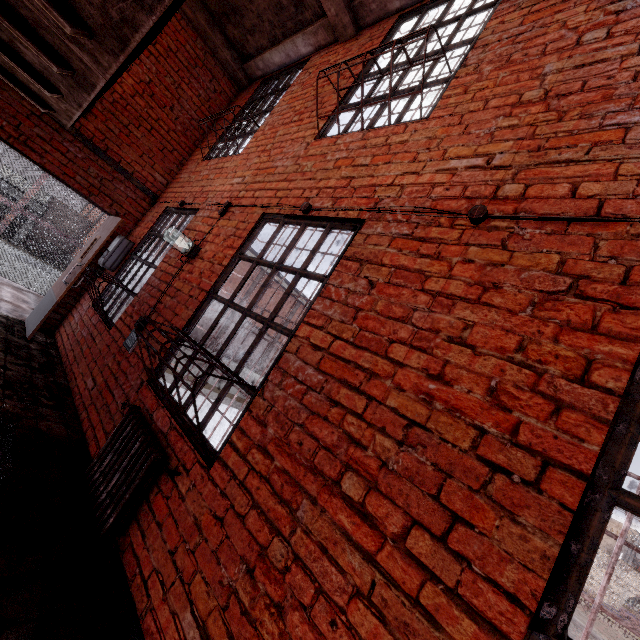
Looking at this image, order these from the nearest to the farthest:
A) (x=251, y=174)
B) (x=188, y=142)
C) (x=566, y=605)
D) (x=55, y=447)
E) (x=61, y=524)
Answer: (x=566, y=605), (x=61, y=524), (x=55, y=447), (x=251, y=174), (x=188, y=142)

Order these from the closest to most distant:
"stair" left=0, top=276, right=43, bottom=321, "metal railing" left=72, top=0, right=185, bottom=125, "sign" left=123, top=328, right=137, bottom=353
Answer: "metal railing" left=72, top=0, right=185, bottom=125 < "sign" left=123, top=328, right=137, bottom=353 < "stair" left=0, top=276, right=43, bottom=321

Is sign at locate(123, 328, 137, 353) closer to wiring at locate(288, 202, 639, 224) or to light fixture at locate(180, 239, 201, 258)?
light fixture at locate(180, 239, 201, 258)

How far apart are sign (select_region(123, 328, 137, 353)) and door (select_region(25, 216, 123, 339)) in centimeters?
194cm

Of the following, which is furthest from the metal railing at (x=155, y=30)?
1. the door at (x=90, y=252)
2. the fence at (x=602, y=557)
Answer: the fence at (x=602, y=557)

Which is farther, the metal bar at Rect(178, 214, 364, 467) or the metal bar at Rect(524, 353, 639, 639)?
the metal bar at Rect(178, 214, 364, 467)

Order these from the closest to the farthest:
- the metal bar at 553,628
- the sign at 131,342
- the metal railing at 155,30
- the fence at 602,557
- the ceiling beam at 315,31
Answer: the metal bar at 553,628
the metal railing at 155,30
the sign at 131,342
the ceiling beam at 315,31
the fence at 602,557

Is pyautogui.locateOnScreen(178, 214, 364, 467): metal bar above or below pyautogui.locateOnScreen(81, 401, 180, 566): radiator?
above
